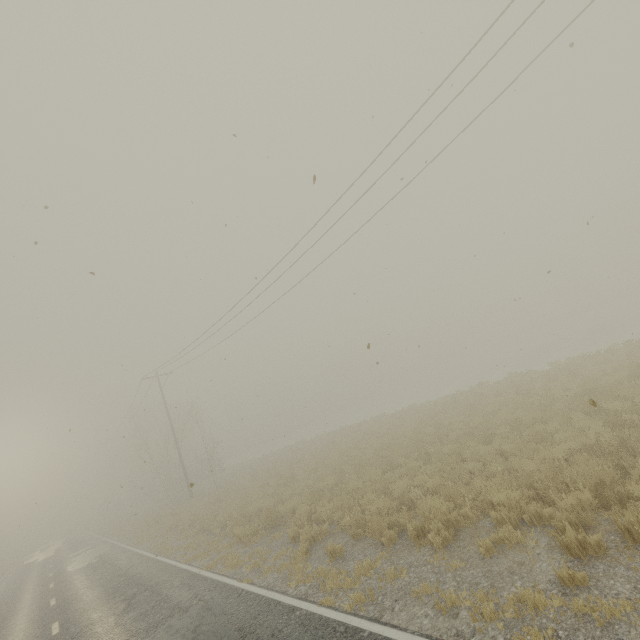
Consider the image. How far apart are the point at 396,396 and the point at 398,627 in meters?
51.0
